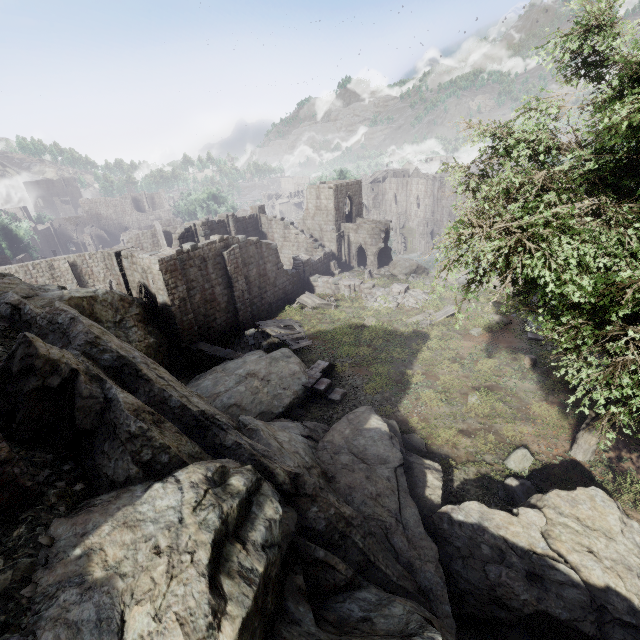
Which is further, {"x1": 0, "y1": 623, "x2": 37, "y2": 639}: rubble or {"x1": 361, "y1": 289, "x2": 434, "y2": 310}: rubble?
{"x1": 361, "y1": 289, "x2": 434, "y2": 310}: rubble

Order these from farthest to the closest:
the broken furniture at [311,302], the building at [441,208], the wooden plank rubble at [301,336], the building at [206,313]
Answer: the building at [441,208], the broken furniture at [311,302], the wooden plank rubble at [301,336], the building at [206,313]

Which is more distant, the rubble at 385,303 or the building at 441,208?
the building at 441,208

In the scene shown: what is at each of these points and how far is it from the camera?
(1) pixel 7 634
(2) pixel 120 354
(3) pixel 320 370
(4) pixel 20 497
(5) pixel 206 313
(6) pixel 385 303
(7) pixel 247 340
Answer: (1) rubble, 3.5m
(2) rock, 9.6m
(3) building, 17.4m
(4) building, 4.7m
(5) building, 22.5m
(6) rubble, 26.5m
(7) rubble, 22.8m

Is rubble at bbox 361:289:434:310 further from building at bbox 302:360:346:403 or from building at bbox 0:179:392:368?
building at bbox 302:360:346:403

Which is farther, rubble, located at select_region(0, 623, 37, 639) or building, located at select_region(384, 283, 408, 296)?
building, located at select_region(384, 283, 408, 296)

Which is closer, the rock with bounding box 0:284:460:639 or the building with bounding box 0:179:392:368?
the rock with bounding box 0:284:460:639

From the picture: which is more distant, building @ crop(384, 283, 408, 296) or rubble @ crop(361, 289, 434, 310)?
building @ crop(384, 283, 408, 296)
